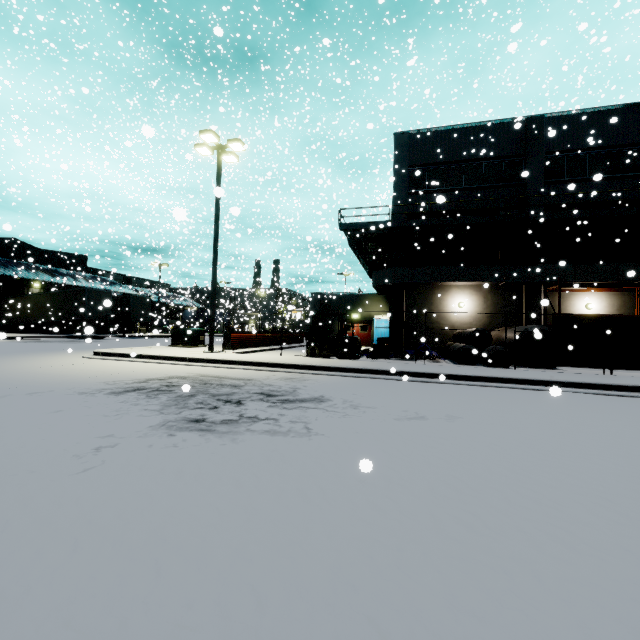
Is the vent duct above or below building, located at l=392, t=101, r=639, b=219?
below

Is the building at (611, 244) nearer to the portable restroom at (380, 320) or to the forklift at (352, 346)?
the portable restroom at (380, 320)

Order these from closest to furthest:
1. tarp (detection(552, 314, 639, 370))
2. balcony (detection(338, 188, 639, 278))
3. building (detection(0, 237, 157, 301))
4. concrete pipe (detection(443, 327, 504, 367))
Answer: tarp (detection(552, 314, 639, 370))
concrete pipe (detection(443, 327, 504, 367))
balcony (detection(338, 188, 639, 278))
building (detection(0, 237, 157, 301))

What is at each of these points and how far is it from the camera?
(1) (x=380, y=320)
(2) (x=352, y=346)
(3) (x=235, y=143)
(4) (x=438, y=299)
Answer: (1) portable restroom, 27.8 meters
(2) forklift, 14.2 meters
(3) light, 14.9 meters
(4) building, 20.9 meters

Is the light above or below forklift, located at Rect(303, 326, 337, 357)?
above

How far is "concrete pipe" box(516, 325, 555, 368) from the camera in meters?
14.2

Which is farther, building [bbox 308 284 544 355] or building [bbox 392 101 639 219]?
building [bbox 308 284 544 355]

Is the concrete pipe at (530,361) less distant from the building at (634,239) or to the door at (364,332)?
the building at (634,239)
